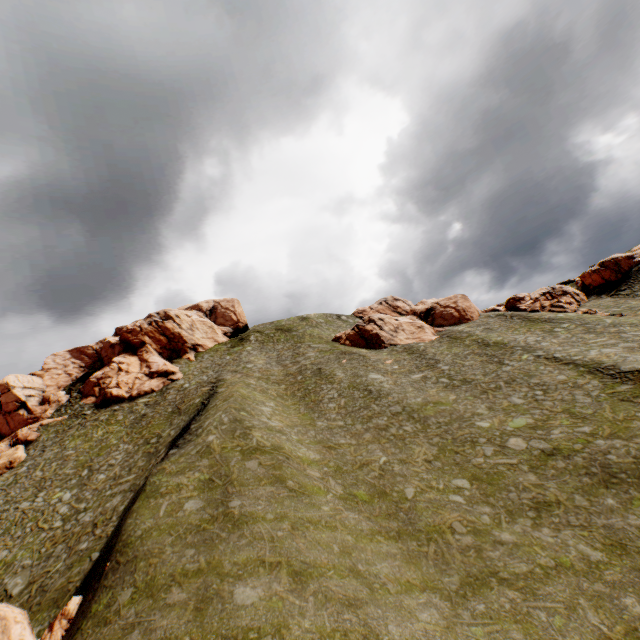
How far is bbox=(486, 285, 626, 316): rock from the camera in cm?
4572

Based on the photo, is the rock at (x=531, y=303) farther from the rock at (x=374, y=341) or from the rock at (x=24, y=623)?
the rock at (x=24, y=623)

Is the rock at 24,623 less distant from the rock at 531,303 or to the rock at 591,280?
the rock at 591,280

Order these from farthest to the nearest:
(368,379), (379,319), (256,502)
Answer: (379,319)
(368,379)
(256,502)

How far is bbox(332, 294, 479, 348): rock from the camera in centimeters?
5284cm

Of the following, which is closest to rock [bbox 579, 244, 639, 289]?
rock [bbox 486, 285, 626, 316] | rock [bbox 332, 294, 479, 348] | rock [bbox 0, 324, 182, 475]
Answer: rock [bbox 486, 285, 626, 316]

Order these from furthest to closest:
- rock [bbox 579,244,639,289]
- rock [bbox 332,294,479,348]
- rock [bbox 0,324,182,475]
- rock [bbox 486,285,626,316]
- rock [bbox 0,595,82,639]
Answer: rock [bbox 579,244,639,289], rock [bbox 332,294,479,348], rock [bbox 0,324,182,475], rock [bbox 486,285,626,316], rock [bbox 0,595,82,639]
